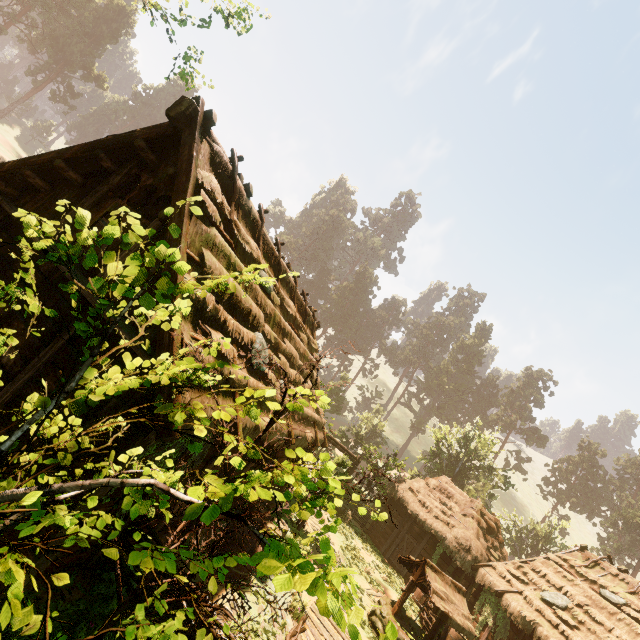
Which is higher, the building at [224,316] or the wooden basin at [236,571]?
the building at [224,316]

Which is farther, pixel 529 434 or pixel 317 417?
pixel 529 434

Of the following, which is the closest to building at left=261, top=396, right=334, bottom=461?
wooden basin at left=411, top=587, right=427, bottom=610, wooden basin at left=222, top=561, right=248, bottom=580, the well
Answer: wooden basin at left=411, top=587, right=427, bottom=610

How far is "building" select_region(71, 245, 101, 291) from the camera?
5.8 meters

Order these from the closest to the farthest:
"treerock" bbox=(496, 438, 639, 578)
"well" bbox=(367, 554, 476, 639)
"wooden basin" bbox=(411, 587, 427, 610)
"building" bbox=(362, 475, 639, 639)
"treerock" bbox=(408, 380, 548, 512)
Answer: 1. "well" bbox=(367, 554, 476, 639)
2. "building" bbox=(362, 475, 639, 639)
3. "wooden basin" bbox=(411, 587, 427, 610)
4. "treerock" bbox=(408, 380, 548, 512)
5. "treerock" bbox=(496, 438, 639, 578)

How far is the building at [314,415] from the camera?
9.76m

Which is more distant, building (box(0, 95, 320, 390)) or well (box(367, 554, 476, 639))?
well (box(367, 554, 476, 639))
